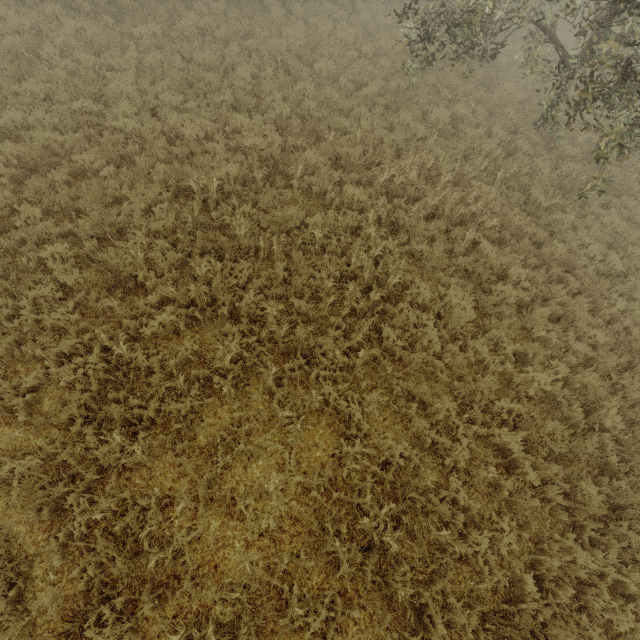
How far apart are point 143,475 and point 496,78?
17.7m
